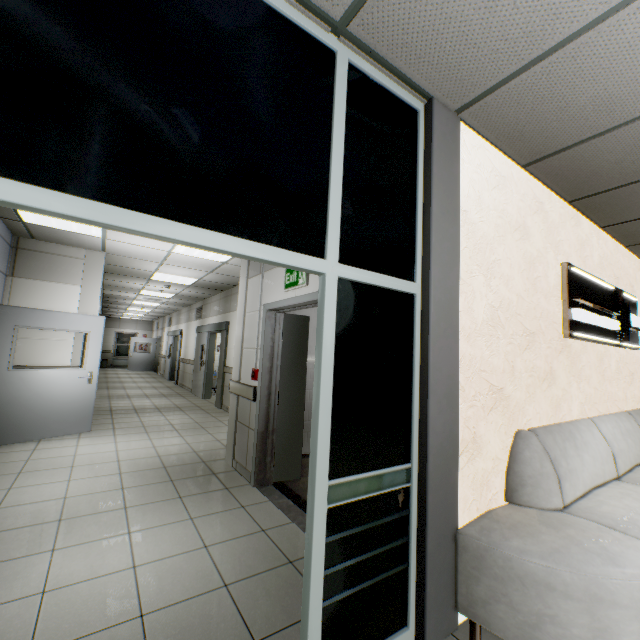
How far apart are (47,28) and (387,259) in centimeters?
167cm

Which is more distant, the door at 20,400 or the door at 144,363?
the door at 144,363

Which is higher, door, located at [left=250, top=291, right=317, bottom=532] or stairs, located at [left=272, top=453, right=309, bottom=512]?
door, located at [left=250, top=291, right=317, bottom=532]

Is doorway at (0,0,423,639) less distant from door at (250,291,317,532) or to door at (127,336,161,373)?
door at (250,291,317,532)

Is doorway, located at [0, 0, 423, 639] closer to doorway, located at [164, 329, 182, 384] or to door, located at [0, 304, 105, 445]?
door, located at [0, 304, 105, 445]

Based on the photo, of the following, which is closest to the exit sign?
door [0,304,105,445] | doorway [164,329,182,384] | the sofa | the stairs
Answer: the stairs

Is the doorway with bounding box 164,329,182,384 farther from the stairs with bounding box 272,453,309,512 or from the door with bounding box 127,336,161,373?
the stairs with bounding box 272,453,309,512

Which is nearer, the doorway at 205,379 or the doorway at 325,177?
the doorway at 325,177
